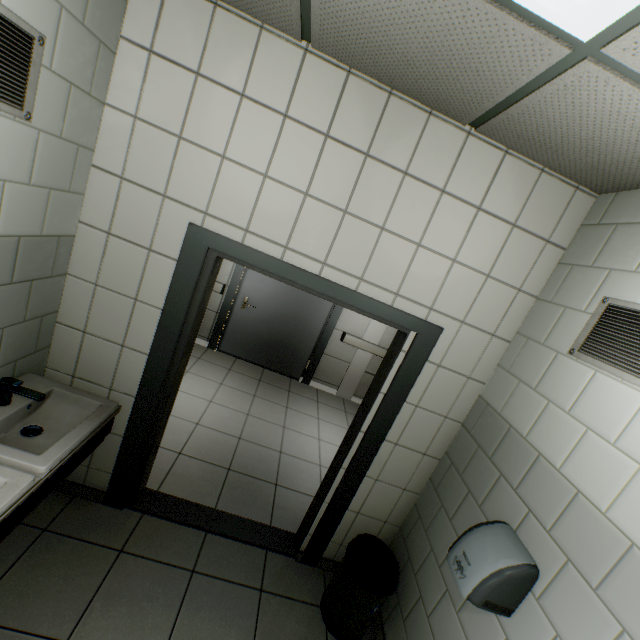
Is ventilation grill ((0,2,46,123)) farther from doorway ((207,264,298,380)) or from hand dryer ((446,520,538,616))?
doorway ((207,264,298,380))

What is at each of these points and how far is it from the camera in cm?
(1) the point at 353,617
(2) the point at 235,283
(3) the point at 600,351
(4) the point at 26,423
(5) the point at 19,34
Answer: (1) garbage can, 213
(2) doorway, 517
(3) ventilation grill, 154
(4) sink, 176
(5) ventilation grill, 120

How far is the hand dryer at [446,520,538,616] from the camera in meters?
1.4 m

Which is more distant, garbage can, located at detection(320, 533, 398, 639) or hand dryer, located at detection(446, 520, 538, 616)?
garbage can, located at detection(320, 533, 398, 639)

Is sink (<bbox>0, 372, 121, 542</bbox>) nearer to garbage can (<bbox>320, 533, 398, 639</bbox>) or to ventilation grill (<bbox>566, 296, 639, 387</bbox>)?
garbage can (<bbox>320, 533, 398, 639</bbox>)

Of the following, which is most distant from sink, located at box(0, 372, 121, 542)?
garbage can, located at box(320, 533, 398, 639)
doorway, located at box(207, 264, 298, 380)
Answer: doorway, located at box(207, 264, 298, 380)

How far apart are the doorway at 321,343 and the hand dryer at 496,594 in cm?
386

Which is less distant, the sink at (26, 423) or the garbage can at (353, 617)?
the sink at (26, 423)
